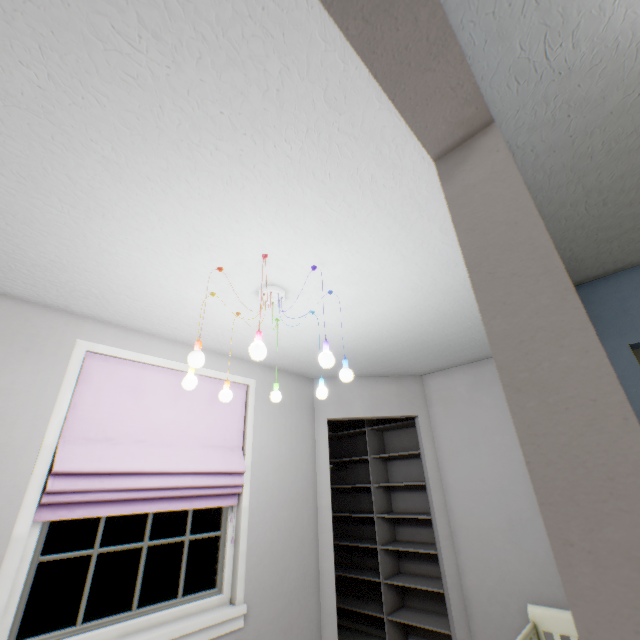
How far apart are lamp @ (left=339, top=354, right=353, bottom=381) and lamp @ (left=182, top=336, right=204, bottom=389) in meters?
0.7 m

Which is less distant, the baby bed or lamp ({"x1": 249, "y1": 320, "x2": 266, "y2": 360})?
lamp ({"x1": 249, "y1": 320, "x2": 266, "y2": 360})

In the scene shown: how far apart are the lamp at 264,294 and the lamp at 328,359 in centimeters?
50cm

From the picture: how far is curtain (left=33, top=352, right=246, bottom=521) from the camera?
1.70m

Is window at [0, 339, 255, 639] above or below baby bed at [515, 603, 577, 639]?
above

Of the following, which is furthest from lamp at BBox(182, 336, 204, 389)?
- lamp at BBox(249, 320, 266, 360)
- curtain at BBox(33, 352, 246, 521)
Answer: curtain at BBox(33, 352, 246, 521)

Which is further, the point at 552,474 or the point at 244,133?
the point at 244,133

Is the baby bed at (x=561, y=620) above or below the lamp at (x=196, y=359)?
below
